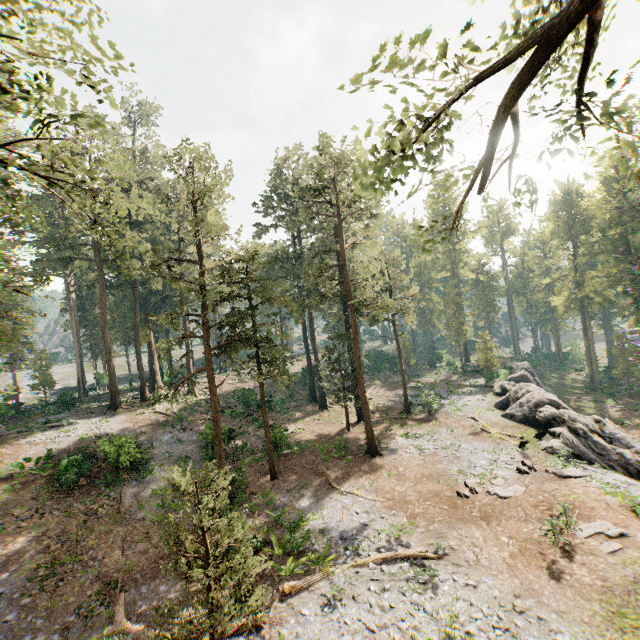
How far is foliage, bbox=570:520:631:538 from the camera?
13.88m

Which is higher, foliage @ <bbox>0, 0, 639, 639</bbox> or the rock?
foliage @ <bbox>0, 0, 639, 639</bbox>

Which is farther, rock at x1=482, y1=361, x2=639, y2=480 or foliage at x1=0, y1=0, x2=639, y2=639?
rock at x1=482, y1=361, x2=639, y2=480

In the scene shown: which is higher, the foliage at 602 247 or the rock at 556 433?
the foliage at 602 247

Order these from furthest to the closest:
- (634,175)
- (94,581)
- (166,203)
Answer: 1. (166,203)
2. (94,581)
3. (634,175)

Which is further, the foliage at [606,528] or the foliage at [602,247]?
the foliage at [606,528]

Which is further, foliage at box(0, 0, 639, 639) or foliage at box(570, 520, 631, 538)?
foliage at box(570, 520, 631, 538)
